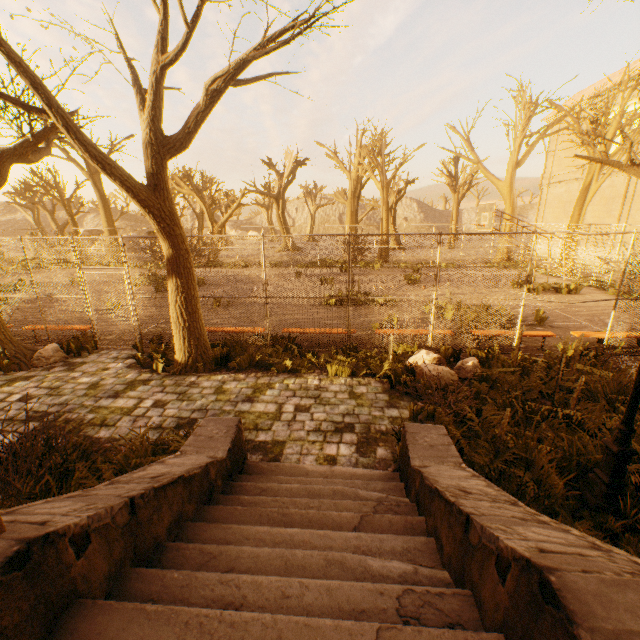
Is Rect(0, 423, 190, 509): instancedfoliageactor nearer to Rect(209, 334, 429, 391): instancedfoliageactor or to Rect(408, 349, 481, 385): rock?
Rect(209, 334, 429, 391): instancedfoliageactor

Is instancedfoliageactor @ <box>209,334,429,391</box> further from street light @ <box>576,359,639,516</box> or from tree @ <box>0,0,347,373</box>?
street light @ <box>576,359,639,516</box>

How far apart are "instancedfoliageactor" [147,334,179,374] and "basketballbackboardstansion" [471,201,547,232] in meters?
13.4

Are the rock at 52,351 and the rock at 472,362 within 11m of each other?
yes

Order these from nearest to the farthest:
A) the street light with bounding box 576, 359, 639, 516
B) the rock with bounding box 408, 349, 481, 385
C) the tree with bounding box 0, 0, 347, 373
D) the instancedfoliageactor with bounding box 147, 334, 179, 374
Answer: the street light with bounding box 576, 359, 639, 516
the tree with bounding box 0, 0, 347, 373
the rock with bounding box 408, 349, 481, 385
the instancedfoliageactor with bounding box 147, 334, 179, 374

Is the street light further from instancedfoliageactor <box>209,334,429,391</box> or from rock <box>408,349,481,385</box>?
instancedfoliageactor <box>209,334,429,391</box>

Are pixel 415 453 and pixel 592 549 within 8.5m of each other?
yes

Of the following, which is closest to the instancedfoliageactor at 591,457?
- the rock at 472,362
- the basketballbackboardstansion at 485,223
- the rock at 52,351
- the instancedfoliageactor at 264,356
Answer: the rock at 472,362
